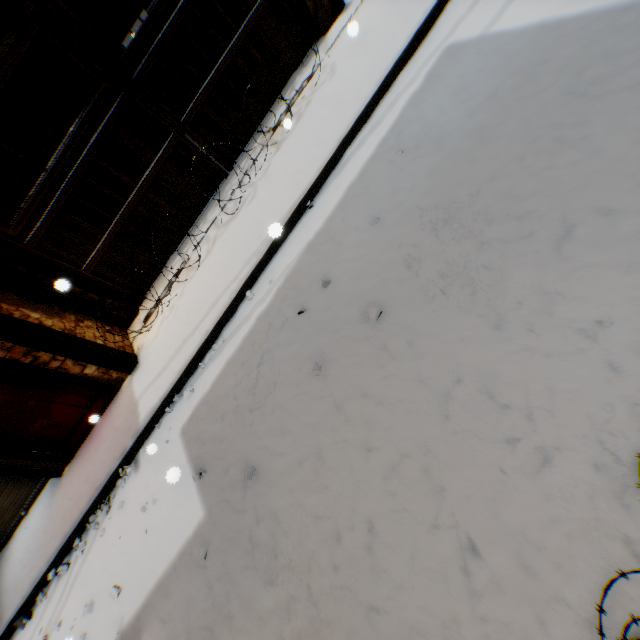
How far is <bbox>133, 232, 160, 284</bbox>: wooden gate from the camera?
5.7 meters

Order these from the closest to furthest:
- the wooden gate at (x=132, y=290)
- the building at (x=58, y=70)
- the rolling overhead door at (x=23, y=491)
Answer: the rolling overhead door at (x=23, y=491) < the wooden gate at (x=132, y=290) < the building at (x=58, y=70)

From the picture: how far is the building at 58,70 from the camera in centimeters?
782cm

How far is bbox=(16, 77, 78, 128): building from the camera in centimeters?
786cm

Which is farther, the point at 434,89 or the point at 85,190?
the point at 85,190

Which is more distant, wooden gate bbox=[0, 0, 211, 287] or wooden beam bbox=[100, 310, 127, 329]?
wooden beam bbox=[100, 310, 127, 329]

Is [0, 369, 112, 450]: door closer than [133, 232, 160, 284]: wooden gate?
Yes
